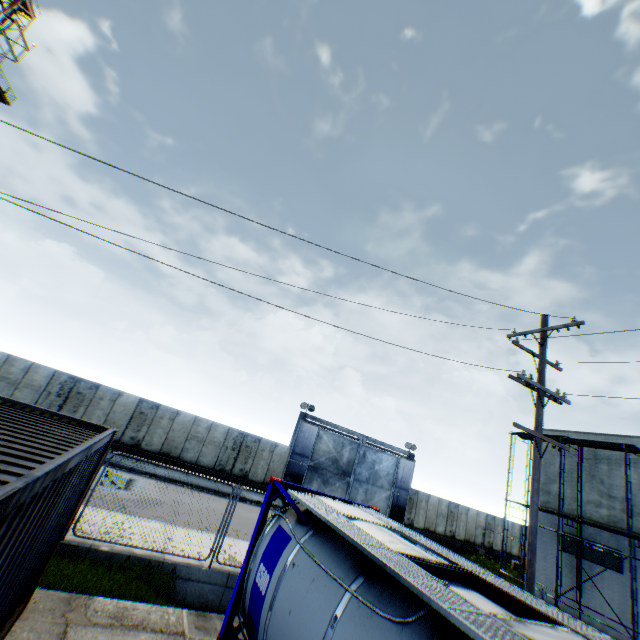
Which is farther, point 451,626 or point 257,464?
point 257,464

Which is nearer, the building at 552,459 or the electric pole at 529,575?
the electric pole at 529,575

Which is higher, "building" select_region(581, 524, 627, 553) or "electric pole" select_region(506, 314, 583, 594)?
"building" select_region(581, 524, 627, 553)

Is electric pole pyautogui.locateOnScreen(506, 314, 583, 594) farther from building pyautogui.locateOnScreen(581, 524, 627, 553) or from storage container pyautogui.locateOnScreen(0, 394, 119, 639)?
building pyautogui.locateOnScreen(581, 524, 627, 553)

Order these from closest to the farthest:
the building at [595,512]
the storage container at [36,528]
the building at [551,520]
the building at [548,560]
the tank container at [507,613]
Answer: the storage container at [36,528] < the tank container at [507,613] < the building at [595,512] < the building at [548,560] < the building at [551,520]

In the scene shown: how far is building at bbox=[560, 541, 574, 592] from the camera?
18.3m

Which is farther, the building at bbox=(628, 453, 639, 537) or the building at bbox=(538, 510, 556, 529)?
the building at bbox=(538, 510, 556, 529)
